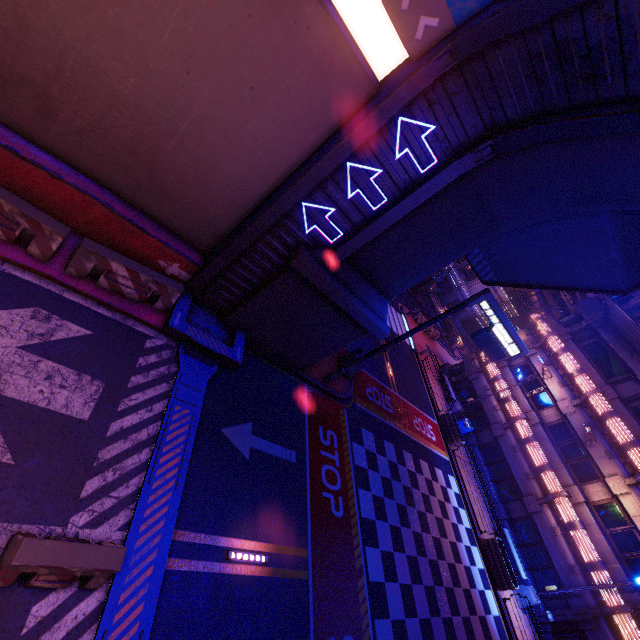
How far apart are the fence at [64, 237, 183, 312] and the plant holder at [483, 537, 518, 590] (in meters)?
20.54

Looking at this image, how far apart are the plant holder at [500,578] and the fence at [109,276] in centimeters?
2054cm

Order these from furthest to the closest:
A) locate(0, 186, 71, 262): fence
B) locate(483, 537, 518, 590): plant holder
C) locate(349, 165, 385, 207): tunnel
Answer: locate(483, 537, 518, 590): plant holder → locate(349, 165, 385, 207): tunnel → locate(0, 186, 71, 262): fence

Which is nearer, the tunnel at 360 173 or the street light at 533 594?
the tunnel at 360 173

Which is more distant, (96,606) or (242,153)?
(242,153)

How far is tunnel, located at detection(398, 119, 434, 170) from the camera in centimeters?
706cm

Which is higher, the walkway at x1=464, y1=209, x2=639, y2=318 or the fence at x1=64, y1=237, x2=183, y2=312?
the walkway at x1=464, y1=209, x2=639, y2=318

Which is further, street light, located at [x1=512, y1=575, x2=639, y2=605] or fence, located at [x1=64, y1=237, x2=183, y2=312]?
street light, located at [x1=512, y1=575, x2=639, y2=605]
